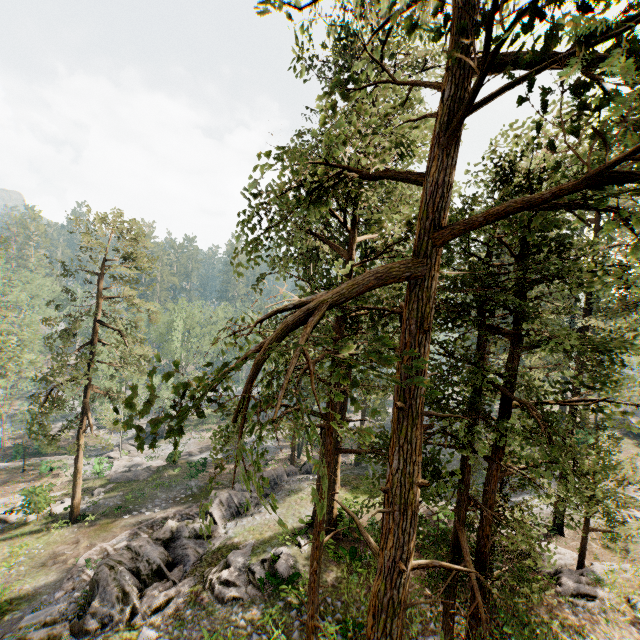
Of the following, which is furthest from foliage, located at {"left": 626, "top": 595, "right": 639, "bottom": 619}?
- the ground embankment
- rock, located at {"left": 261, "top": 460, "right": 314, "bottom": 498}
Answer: the ground embankment

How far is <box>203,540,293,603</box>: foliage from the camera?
14.0m

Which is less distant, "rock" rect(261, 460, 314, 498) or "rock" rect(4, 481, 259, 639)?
"rock" rect(4, 481, 259, 639)

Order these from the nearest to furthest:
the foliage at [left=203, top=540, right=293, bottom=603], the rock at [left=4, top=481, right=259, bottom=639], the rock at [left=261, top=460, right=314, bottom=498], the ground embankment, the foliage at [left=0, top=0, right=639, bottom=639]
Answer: the foliage at [left=0, top=0, right=639, bottom=639] < the rock at [left=4, top=481, right=259, bottom=639] < the foliage at [left=203, top=540, right=293, bottom=603] < the ground embankment < the rock at [left=261, top=460, right=314, bottom=498]

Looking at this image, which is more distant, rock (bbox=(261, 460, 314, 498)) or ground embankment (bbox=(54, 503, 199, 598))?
rock (bbox=(261, 460, 314, 498))

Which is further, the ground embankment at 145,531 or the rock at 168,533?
the ground embankment at 145,531

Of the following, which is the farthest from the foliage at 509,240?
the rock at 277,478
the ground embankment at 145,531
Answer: the ground embankment at 145,531

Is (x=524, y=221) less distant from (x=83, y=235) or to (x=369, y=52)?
(x=369, y=52)
